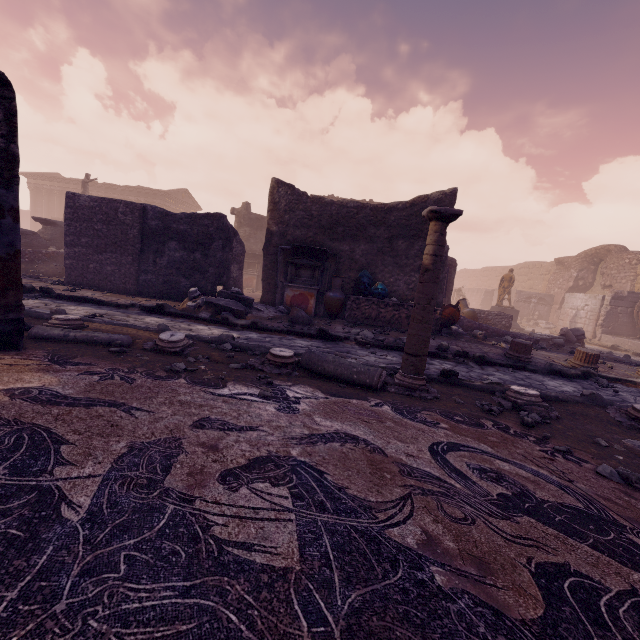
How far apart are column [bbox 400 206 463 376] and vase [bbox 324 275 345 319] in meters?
5.0 m

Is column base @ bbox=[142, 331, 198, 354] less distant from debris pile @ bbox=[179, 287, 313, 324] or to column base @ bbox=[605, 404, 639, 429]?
debris pile @ bbox=[179, 287, 313, 324]

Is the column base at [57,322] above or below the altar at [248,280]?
below

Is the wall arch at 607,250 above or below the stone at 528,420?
above

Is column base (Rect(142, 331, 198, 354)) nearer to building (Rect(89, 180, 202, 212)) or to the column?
the column

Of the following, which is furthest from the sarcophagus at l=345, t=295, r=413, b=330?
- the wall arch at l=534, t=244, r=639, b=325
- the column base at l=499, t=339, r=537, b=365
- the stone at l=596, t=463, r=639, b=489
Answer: the wall arch at l=534, t=244, r=639, b=325

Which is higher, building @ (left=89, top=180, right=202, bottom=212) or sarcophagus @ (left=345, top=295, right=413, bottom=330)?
→ building @ (left=89, top=180, right=202, bottom=212)

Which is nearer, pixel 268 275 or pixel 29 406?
pixel 29 406
